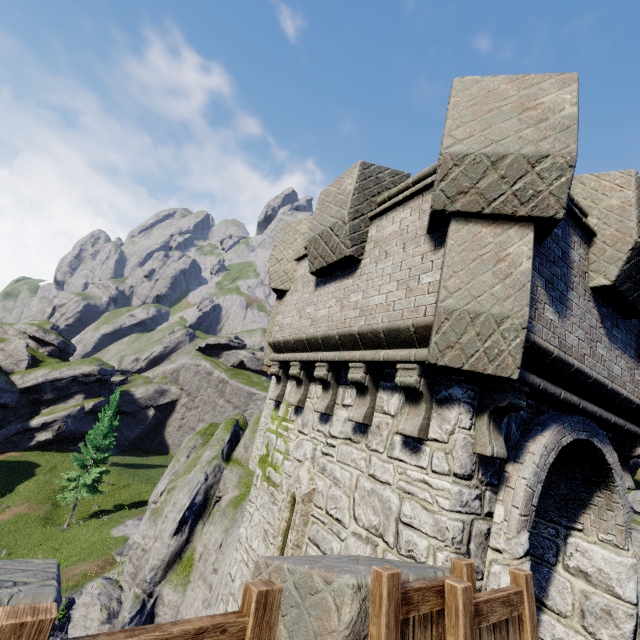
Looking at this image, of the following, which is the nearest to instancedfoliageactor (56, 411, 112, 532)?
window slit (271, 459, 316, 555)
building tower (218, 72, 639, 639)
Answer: building tower (218, 72, 639, 639)

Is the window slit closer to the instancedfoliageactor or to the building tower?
the building tower

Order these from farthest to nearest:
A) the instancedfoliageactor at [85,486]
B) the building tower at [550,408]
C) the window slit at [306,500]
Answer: the instancedfoliageactor at [85,486], the window slit at [306,500], the building tower at [550,408]

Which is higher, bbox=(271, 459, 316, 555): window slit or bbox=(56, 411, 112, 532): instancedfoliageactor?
bbox=(271, 459, 316, 555): window slit

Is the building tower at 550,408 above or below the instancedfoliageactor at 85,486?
above

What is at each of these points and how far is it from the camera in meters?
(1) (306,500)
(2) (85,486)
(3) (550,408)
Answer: (1) window slit, 5.1
(2) instancedfoliageactor, 31.9
(3) building tower, 4.6

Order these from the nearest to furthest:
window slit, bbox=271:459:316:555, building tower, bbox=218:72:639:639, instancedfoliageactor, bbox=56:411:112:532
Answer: building tower, bbox=218:72:639:639 < window slit, bbox=271:459:316:555 < instancedfoliageactor, bbox=56:411:112:532
